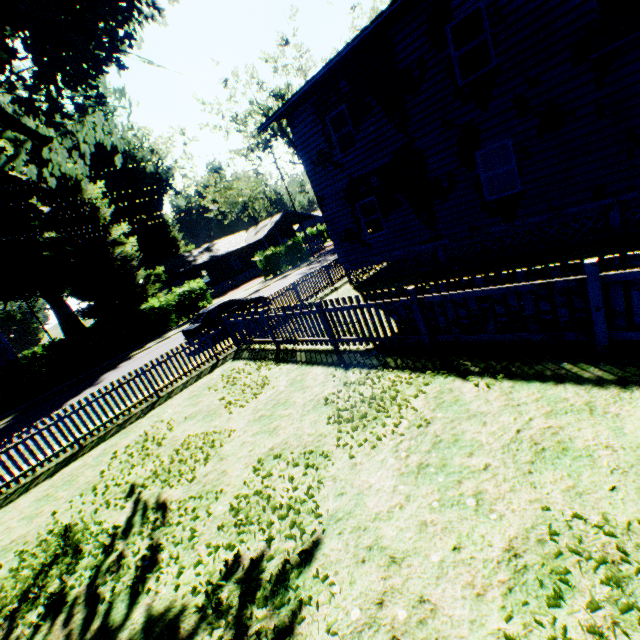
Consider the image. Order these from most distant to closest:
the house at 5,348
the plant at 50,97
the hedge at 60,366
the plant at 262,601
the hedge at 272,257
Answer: the hedge at 272,257, the house at 5,348, the hedge at 60,366, the plant at 50,97, the plant at 262,601

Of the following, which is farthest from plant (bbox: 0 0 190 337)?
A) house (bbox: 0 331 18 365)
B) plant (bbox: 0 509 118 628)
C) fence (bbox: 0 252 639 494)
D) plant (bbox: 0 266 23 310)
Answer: fence (bbox: 0 252 639 494)

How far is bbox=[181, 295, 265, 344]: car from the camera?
15.5m

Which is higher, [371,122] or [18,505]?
[371,122]

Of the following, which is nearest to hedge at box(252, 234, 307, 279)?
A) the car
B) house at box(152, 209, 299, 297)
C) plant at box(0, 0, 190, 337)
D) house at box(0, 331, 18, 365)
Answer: house at box(152, 209, 299, 297)

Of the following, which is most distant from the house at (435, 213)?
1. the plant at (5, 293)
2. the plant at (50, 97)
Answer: the plant at (5, 293)

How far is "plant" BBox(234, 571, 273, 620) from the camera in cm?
337

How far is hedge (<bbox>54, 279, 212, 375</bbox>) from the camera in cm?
2278
